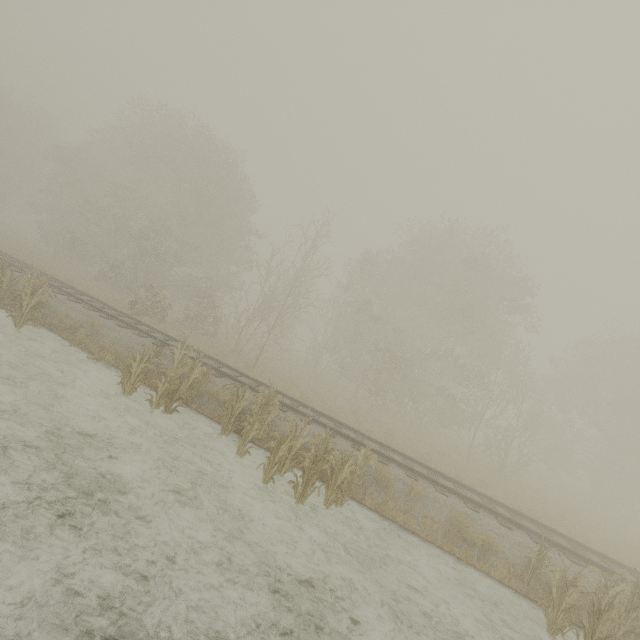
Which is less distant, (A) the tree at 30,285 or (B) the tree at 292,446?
(B) the tree at 292,446

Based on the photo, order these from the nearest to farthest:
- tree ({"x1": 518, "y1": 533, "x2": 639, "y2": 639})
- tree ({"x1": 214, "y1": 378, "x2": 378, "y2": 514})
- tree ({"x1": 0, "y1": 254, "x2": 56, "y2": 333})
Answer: tree ({"x1": 518, "y1": 533, "x2": 639, "y2": 639})
tree ({"x1": 214, "y1": 378, "x2": 378, "y2": 514})
tree ({"x1": 0, "y1": 254, "x2": 56, "y2": 333})

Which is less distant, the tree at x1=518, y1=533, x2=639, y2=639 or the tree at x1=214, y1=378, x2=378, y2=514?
the tree at x1=518, y1=533, x2=639, y2=639

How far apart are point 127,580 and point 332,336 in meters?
23.3

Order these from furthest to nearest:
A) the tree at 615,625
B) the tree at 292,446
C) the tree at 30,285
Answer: the tree at 30,285, the tree at 292,446, the tree at 615,625

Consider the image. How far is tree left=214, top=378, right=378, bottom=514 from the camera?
7.5 meters

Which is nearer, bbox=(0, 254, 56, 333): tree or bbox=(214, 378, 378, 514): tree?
bbox=(214, 378, 378, 514): tree
